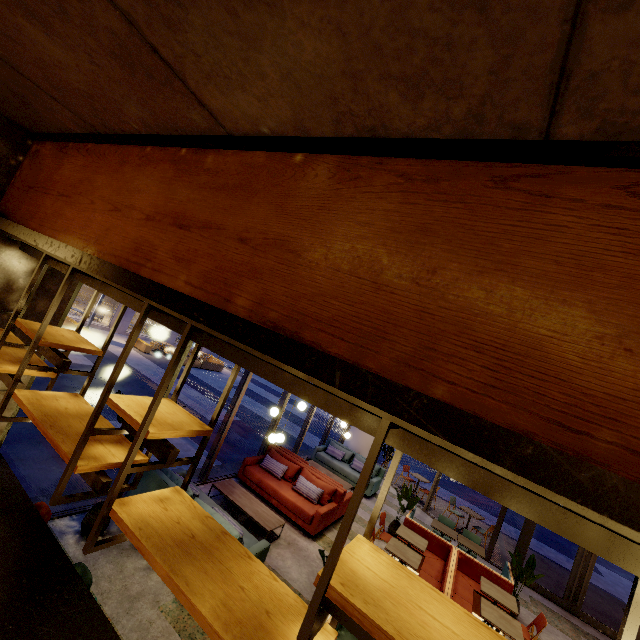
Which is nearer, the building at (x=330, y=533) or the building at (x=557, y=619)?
the building at (x=330, y=533)

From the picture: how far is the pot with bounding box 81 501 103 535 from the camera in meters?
4.5 m

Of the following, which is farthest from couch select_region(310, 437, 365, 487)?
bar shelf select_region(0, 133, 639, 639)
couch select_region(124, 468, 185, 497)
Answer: bar shelf select_region(0, 133, 639, 639)

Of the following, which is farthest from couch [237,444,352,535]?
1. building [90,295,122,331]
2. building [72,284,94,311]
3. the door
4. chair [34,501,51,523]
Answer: building [72,284,94,311]

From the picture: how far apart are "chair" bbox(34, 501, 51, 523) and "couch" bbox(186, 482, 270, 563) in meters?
1.7

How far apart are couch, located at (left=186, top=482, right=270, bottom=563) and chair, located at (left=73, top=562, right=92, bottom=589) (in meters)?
1.70

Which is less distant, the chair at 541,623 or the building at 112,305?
the chair at 541,623

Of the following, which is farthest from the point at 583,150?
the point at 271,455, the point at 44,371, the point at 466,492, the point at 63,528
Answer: the point at 466,492
